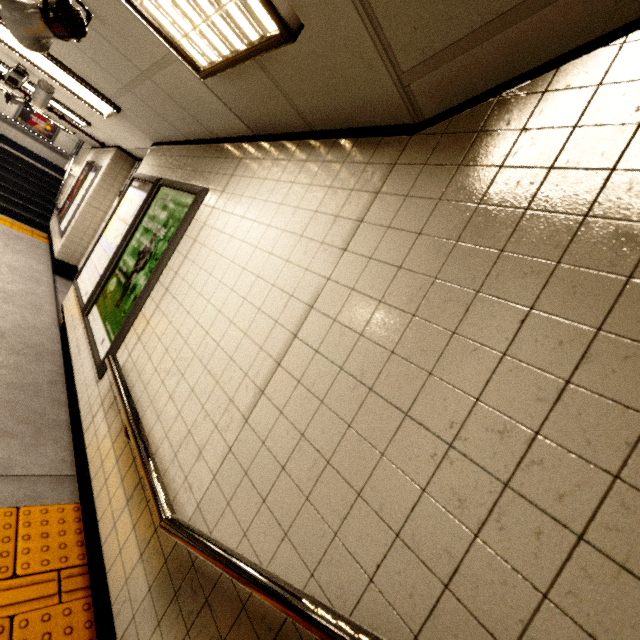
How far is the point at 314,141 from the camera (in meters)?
1.87

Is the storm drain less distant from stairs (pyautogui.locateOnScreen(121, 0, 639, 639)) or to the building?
stairs (pyautogui.locateOnScreen(121, 0, 639, 639))

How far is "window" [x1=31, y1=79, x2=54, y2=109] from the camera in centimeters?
450cm

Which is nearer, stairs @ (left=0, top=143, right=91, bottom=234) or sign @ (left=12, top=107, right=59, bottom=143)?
stairs @ (left=0, top=143, right=91, bottom=234)

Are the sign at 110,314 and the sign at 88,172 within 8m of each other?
yes

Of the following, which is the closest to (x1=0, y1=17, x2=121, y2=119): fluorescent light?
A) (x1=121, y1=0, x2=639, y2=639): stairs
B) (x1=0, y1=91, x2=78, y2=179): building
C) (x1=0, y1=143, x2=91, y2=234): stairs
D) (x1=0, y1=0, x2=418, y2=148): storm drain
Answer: (x1=0, y1=0, x2=418, y2=148): storm drain

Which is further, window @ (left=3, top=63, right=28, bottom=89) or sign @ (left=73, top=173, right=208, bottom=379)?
window @ (left=3, top=63, right=28, bottom=89)

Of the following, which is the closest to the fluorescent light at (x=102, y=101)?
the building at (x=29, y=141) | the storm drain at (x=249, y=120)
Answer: the storm drain at (x=249, y=120)
